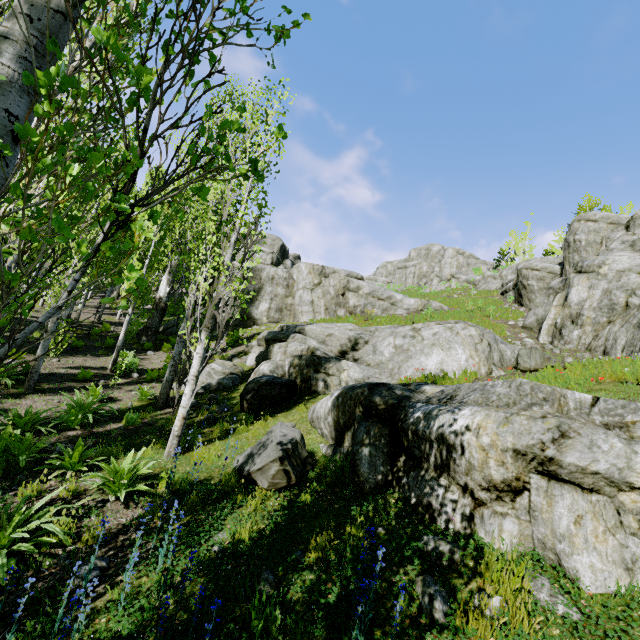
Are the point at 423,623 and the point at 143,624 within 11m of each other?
yes

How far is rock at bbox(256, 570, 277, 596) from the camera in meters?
3.5 m

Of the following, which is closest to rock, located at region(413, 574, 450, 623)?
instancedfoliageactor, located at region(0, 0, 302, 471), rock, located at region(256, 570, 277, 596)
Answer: instancedfoliageactor, located at region(0, 0, 302, 471)

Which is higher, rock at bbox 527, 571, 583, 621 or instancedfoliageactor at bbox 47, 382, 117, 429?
rock at bbox 527, 571, 583, 621

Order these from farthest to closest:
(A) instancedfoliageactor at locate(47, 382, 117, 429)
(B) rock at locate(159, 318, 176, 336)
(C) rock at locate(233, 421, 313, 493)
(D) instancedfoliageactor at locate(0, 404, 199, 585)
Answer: (B) rock at locate(159, 318, 176, 336)
(A) instancedfoliageactor at locate(47, 382, 117, 429)
(C) rock at locate(233, 421, 313, 493)
(D) instancedfoliageactor at locate(0, 404, 199, 585)

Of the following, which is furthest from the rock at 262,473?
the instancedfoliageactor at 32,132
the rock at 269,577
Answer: the rock at 269,577

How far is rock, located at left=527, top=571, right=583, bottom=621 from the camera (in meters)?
2.87

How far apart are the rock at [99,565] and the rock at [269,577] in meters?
1.8
